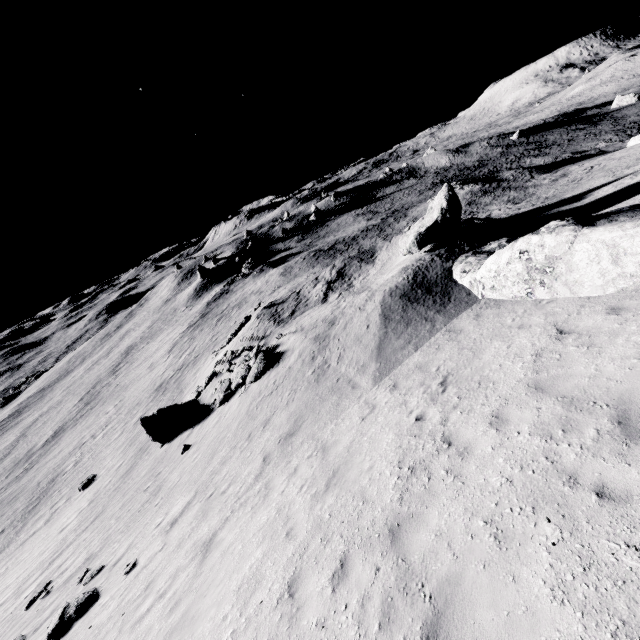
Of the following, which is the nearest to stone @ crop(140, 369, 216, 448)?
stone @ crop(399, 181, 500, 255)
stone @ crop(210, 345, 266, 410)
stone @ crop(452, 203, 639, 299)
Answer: stone @ crop(210, 345, 266, 410)

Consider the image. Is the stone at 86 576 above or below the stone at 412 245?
below

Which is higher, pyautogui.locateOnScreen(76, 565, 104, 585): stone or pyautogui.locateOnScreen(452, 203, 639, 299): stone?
pyautogui.locateOnScreen(452, 203, 639, 299): stone

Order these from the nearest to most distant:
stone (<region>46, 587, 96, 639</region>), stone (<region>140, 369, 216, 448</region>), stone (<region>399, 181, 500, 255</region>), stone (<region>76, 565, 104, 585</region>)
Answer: stone (<region>46, 587, 96, 639</region>), stone (<region>76, 565, 104, 585</region>), stone (<region>399, 181, 500, 255</region>), stone (<region>140, 369, 216, 448</region>)

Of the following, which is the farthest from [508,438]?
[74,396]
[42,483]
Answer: [74,396]

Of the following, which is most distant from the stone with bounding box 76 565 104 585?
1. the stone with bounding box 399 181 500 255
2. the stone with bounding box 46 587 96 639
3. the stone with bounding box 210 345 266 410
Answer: the stone with bounding box 399 181 500 255

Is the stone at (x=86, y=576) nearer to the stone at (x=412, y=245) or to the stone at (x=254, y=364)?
the stone at (x=254, y=364)

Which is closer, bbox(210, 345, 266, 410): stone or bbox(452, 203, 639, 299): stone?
bbox(452, 203, 639, 299): stone
